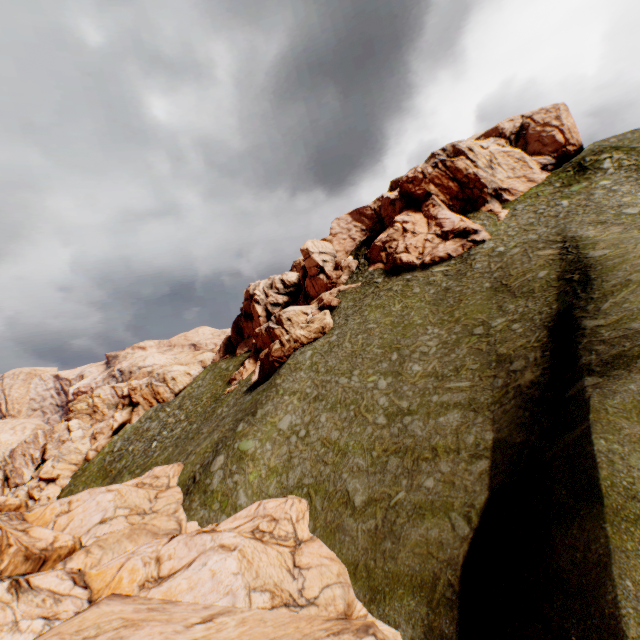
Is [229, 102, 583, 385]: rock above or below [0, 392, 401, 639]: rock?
above

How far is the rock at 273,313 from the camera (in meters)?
39.09

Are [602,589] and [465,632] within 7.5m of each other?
yes

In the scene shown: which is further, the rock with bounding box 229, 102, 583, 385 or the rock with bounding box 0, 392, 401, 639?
the rock with bounding box 229, 102, 583, 385

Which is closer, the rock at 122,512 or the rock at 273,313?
the rock at 122,512

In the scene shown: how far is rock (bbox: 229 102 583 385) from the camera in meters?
39.1
